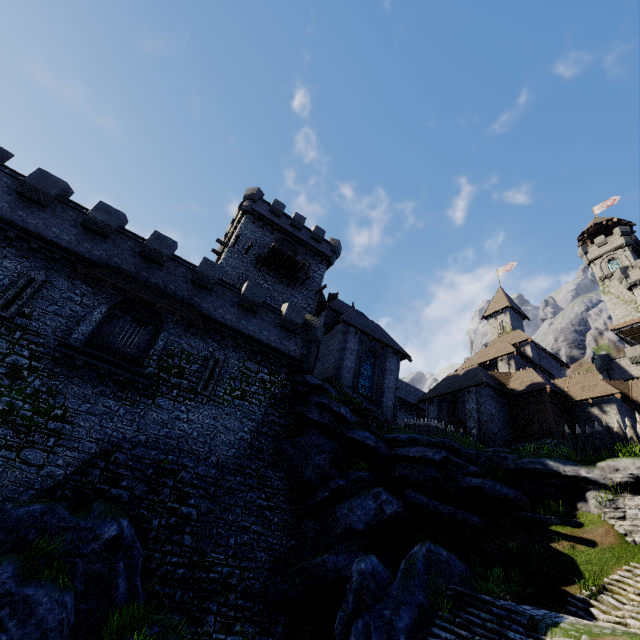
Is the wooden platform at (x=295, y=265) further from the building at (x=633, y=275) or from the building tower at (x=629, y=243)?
the building tower at (x=629, y=243)

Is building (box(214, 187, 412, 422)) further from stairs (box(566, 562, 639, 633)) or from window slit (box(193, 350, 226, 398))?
stairs (box(566, 562, 639, 633))

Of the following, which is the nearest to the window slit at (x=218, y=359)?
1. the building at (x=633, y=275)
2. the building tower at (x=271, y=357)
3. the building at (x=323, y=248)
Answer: the building tower at (x=271, y=357)

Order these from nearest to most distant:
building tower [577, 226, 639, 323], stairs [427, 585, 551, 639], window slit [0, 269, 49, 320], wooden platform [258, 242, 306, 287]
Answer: stairs [427, 585, 551, 639]
window slit [0, 269, 49, 320]
wooden platform [258, 242, 306, 287]
building tower [577, 226, 639, 323]

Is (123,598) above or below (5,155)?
below

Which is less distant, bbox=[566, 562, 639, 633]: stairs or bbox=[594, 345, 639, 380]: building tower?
bbox=[566, 562, 639, 633]: stairs

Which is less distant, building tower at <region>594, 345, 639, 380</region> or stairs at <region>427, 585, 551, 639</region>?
stairs at <region>427, 585, 551, 639</region>

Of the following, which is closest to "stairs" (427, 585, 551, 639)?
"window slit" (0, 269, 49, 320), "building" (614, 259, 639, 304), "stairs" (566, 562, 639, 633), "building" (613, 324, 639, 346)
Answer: "stairs" (566, 562, 639, 633)
